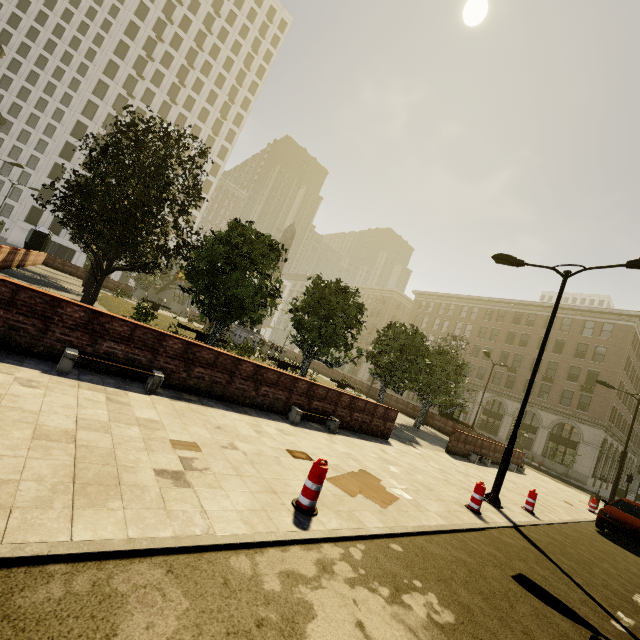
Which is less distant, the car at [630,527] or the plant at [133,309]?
the car at [630,527]

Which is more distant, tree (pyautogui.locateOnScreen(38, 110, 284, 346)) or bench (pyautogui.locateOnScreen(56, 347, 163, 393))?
tree (pyautogui.locateOnScreen(38, 110, 284, 346))

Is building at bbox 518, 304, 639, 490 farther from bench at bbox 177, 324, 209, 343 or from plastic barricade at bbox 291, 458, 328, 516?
bench at bbox 177, 324, 209, 343

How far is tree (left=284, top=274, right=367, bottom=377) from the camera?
14.56m

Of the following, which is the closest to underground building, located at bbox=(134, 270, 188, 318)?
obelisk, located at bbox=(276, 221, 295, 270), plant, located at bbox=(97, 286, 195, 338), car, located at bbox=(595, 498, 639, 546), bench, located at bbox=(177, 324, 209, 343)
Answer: bench, located at bbox=(177, 324, 209, 343)

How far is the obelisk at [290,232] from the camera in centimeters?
2802cm

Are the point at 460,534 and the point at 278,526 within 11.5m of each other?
yes

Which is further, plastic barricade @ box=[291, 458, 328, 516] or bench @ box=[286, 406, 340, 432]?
bench @ box=[286, 406, 340, 432]
